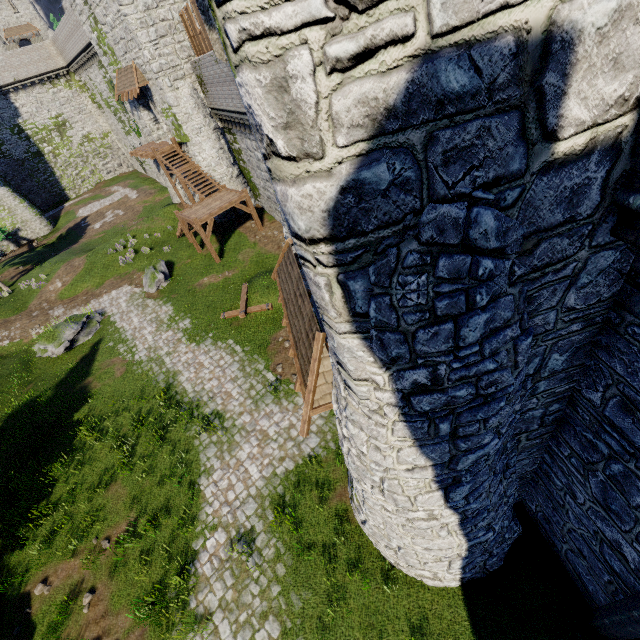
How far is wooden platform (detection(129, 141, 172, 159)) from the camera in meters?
23.9

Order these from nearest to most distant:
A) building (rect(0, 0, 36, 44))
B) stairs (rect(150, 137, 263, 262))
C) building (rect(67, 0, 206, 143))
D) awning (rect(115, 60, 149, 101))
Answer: Result:
building (rect(67, 0, 206, 143))
stairs (rect(150, 137, 263, 262))
awning (rect(115, 60, 149, 101))
building (rect(0, 0, 36, 44))

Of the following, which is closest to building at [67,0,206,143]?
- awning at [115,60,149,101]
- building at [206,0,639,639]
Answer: awning at [115,60,149,101]

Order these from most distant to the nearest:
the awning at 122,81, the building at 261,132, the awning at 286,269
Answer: the awning at 122,81
the awning at 286,269
the building at 261,132

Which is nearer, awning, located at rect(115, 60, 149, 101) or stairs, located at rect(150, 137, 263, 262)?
stairs, located at rect(150, 137, 263, 262)

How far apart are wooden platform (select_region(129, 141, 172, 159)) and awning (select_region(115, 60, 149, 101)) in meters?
3.1 m

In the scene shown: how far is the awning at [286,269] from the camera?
6.5 meters

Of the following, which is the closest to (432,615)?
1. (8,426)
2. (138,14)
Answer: (8,426)
